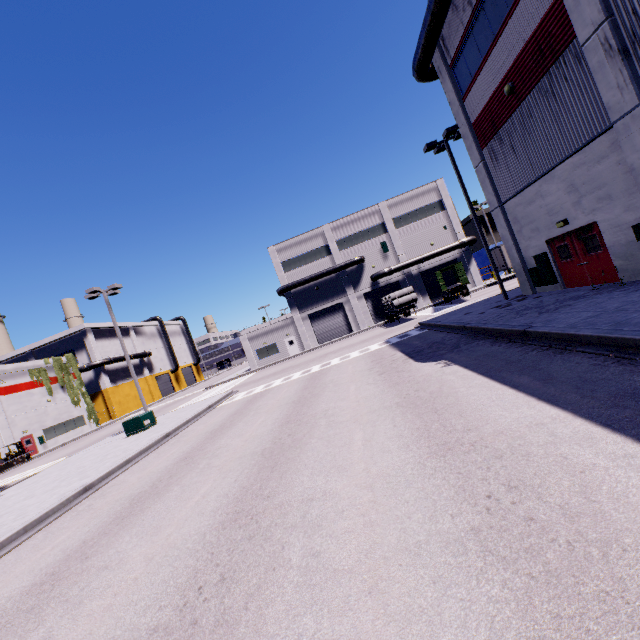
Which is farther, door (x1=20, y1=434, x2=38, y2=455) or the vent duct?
door (x1=20, y1=434, x2=38, y2=455)

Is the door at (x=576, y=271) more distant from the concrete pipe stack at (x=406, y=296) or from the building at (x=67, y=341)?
the concrete pipe stack at (x=406, y=296)

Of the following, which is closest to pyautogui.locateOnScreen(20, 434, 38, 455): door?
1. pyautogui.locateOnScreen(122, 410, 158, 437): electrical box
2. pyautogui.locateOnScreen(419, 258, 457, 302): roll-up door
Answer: pyautogui.locateOnScreen(122, 410, 158, 437): electrical box

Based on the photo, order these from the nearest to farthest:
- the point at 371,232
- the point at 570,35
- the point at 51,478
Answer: the point at 570,35 < the point at 51,478 < the point at 371,232

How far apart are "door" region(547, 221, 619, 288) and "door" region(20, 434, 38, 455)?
51.5m

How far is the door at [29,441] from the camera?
36.2m

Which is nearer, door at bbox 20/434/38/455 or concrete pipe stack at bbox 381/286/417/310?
concrete pipe stack at bbox 381/286/417/310

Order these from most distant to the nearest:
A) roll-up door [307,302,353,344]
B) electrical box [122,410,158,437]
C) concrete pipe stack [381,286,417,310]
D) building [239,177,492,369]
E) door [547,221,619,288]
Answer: roll-up door [307,302,353,344] → building [239,177,492,369] → concrete pipe stack [381,286,417,310] → electrical box [122,410,158,437] → door [547,221,619,288]
